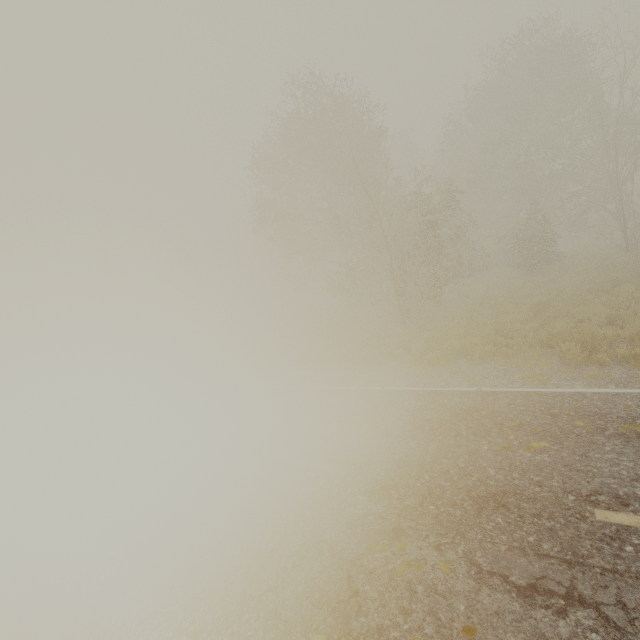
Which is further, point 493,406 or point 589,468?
point 493,406
